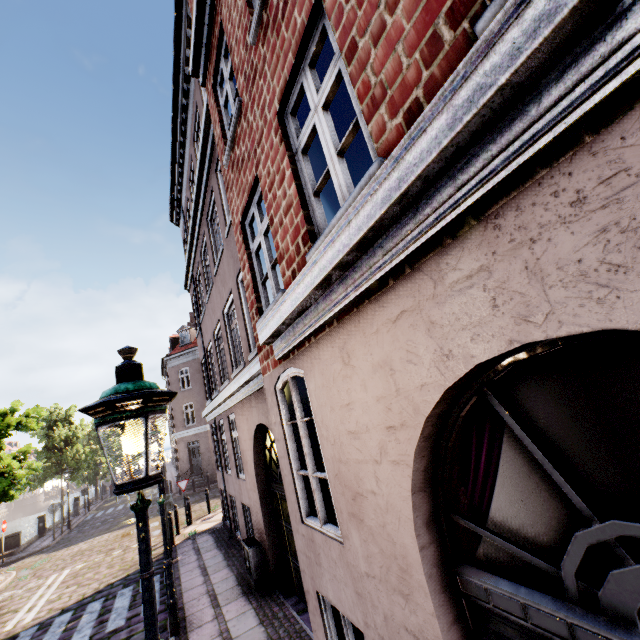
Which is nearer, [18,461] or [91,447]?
[18,461]

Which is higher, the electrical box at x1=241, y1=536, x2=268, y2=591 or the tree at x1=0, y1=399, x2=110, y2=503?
the tree at x1=0, y1=399, x2=110, y2=503

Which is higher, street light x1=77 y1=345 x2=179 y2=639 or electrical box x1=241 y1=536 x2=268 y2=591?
street light x1=77 y1=345 x2=179 y2=639

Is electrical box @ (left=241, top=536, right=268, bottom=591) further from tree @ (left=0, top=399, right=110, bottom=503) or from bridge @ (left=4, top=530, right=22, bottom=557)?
bridge @ (left=4, top=530, right=22, bottom=557)

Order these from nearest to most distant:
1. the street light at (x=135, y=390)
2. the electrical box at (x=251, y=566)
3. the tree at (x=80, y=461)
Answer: the street light at (x=135, y=390) < the electrical box at (x=251, y=566) < the tree at (x=80, y=461)

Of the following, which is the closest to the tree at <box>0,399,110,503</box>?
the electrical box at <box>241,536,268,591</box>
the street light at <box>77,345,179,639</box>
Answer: the street light at <box>77,345,179,639</box>

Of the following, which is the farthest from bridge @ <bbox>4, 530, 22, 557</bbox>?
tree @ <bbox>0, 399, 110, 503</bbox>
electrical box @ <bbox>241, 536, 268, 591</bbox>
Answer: electrical box @ <bbox>241, 536, 268, 591</bbox>

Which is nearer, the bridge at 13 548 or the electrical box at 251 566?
the electrical box at 251 566
